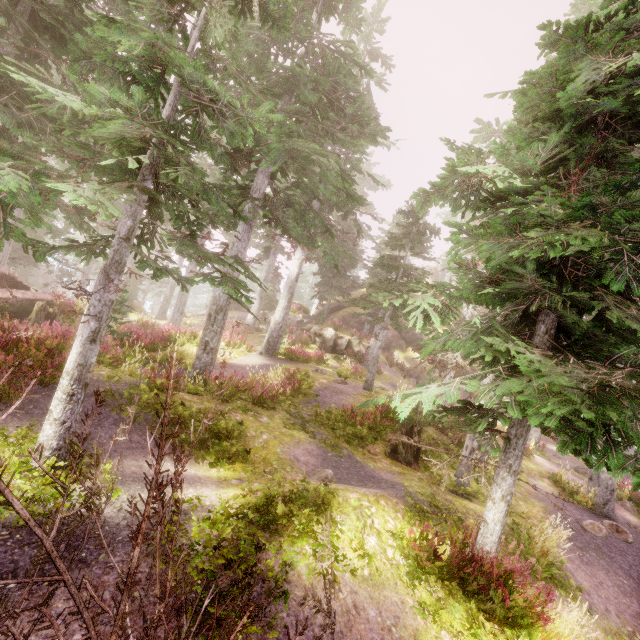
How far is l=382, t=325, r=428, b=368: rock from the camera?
32.7m

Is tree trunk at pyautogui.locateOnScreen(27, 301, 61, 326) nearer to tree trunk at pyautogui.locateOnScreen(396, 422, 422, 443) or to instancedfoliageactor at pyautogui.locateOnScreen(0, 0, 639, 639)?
instancedfoliageactor at pyautogui.locateOnScreen(0, 0, 639, 639)

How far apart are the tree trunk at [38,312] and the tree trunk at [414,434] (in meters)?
16.07

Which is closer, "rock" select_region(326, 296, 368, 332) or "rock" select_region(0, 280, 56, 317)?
"rock" select_region(0, 280, 56, 317)

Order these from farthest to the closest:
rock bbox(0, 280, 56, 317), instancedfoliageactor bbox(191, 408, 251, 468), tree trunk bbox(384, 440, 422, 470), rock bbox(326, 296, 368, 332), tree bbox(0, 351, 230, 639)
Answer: rock bbox(326, 296, 368, 332), rock bbox(0, 280, 56, 317), tree trunk bbox(384, 440, 422, 470), instancedfoliageactor bbox(191, 408, 251, 468), tree bbox(0, 351, 230, 639)

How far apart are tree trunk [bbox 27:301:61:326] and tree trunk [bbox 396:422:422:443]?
16.1m

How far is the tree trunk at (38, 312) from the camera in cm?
1509

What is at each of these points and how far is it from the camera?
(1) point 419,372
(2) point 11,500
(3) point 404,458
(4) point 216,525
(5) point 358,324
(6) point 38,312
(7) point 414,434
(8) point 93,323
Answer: (1) rock, 31.7m
(2) tree, 1.3m
(3) tree trunk, 11.2m
(4) instancedfoliageactor, 4.4m
(5) rock, 34.3m
(6) tree trunk, 15.2m
(7) tree trunk, 11.4m
(8) instancedfoliageactor, 4.9m
